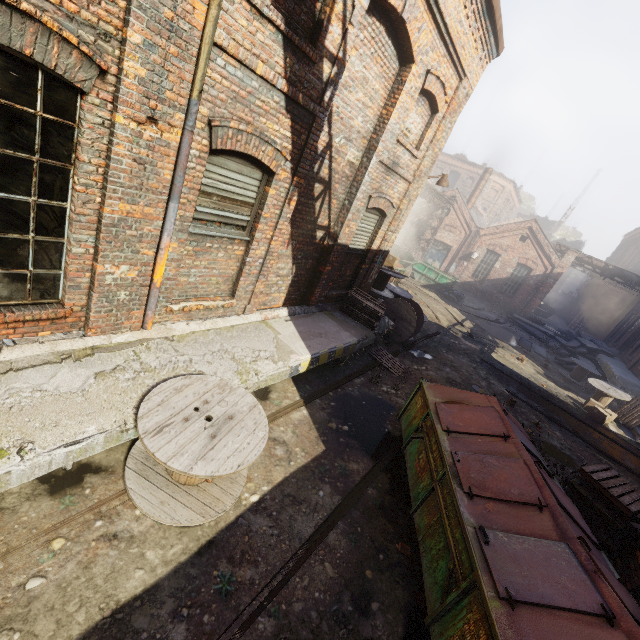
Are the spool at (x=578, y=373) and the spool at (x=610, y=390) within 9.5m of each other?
yes

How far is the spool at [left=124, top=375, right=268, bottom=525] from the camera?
3.46m

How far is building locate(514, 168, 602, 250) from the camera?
48.4m

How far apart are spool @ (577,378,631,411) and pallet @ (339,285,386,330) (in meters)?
10.92

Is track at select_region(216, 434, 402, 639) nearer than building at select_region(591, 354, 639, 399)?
Yes

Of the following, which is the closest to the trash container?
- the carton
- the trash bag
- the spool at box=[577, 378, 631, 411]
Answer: the carton

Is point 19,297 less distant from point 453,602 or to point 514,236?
point 453,602

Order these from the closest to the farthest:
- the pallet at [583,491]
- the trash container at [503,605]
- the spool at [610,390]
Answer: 1. the trash container at [503,605]
2. the pallet at [583,491]
3. the spool at [610,390]
